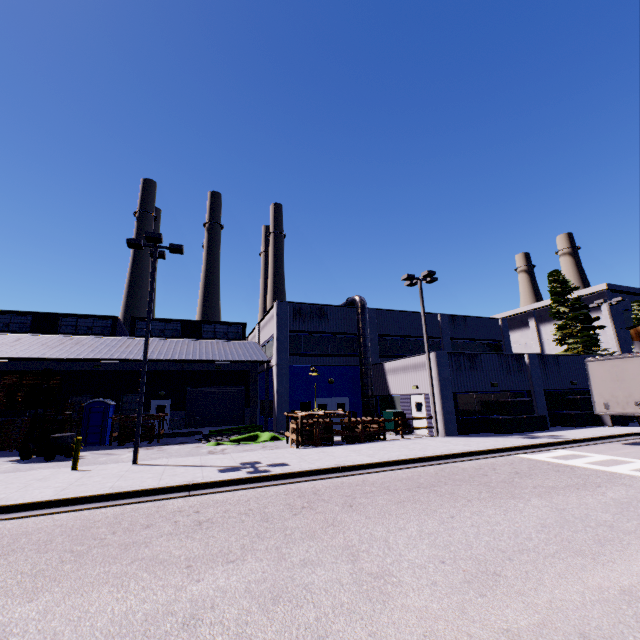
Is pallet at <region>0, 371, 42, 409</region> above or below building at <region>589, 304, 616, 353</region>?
below

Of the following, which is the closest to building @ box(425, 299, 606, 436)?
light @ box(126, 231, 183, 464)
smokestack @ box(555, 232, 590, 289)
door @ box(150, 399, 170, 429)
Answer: door @ box(150, 399, 170, 429)

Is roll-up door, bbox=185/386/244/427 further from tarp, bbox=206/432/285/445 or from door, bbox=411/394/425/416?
door, bbox=411/394/425/416

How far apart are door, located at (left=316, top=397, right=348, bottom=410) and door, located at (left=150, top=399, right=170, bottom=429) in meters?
12.6

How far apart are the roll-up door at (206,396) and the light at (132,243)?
15.0m

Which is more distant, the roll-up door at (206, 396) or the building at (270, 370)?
the roll-up door at (206, 396)

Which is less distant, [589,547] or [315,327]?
[589,547]

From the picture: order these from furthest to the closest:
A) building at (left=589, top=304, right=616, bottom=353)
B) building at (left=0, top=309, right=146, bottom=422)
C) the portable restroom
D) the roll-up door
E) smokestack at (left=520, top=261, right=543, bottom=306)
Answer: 1. smokestack at (left=520, top=261, right=543, bottom=306)
2. building at (left=589, top=304, right=616, bottom=353)
3. the roll-up door
4. building at (left=0, top=309, right=146, bottom=422)
5. the portable restroom
